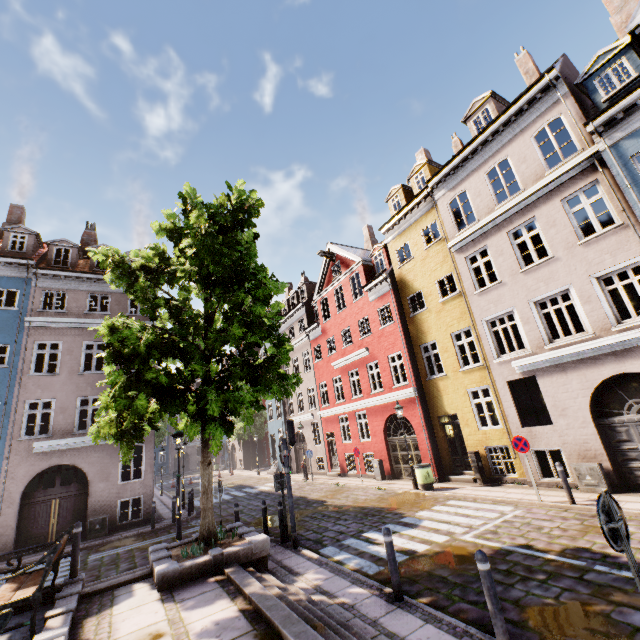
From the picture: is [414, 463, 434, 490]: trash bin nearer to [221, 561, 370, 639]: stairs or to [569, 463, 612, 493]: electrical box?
[569, 463, 612, 493]: electrical box

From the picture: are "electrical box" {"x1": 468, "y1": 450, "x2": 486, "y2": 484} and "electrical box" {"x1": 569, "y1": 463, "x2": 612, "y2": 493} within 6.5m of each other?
yes

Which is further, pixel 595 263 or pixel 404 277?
pixel 404 277

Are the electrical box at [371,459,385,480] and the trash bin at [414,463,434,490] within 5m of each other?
yes

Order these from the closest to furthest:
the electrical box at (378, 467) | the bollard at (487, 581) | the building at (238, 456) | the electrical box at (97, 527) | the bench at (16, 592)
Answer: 1. the bollard at (487, 581)
2. the bench at (16, 592)
3. the electrical box at (97, 527)
4. the electrical box at (378, 467)
5. the building at (238, 456)

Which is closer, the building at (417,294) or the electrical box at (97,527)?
the building at (417,294)

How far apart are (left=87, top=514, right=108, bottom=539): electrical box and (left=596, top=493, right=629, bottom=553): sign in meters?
18.7

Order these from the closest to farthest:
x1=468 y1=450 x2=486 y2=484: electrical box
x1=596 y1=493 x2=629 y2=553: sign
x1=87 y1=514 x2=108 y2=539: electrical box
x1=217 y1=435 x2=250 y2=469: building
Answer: x1=596 y1=493 x2=629 y2=553: sign, x1=468 y1=450 x2=486 y2=484: electrical box, x1=87 y1=514 x2=108 y2=539: electrical box, x1=217 y1=435 x2=250 y2=469: building
